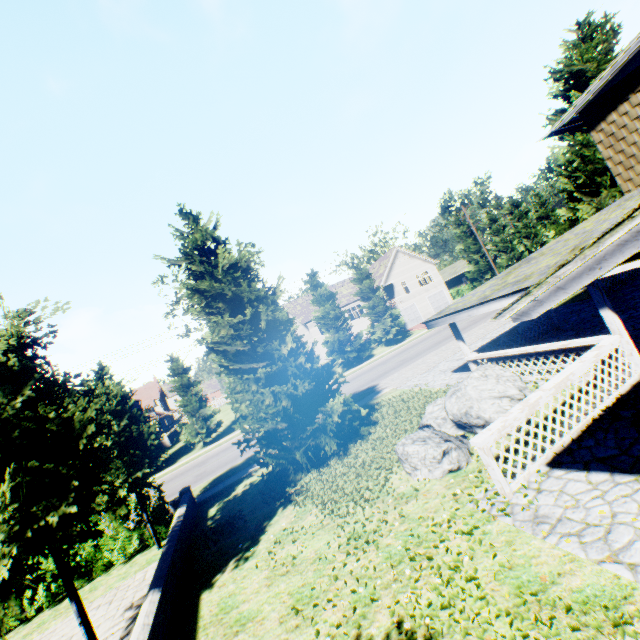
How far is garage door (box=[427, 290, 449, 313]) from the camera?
45.8m

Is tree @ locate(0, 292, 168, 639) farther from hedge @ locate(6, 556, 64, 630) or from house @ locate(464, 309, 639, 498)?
house @ locate(464, 309, 639, 498)

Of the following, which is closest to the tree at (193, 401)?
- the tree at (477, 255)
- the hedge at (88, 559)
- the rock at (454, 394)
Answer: the tree at (477, 255)

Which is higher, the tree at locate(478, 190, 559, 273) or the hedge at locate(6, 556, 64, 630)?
the tree at locate(478, 190, 559, 273)

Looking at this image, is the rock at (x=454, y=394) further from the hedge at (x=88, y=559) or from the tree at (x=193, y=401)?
the hedge at (x=88, y=559)

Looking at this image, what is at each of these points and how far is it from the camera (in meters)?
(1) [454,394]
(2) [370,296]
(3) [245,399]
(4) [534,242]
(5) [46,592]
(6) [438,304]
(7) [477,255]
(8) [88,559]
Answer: (1) rock, 8.61
(2) tree, 37.22
(3) plant, 11.33
(4) tree, 47.66
(5) hedge, 10.35
(6) garage door, 46.09
(7) tree, 42.44
(8) hedge, 10.78

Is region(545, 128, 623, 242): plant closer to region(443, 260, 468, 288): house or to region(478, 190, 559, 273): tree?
region(478, 190, 559, 273): tree

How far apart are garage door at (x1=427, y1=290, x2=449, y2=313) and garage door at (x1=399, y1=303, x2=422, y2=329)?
2.16m
